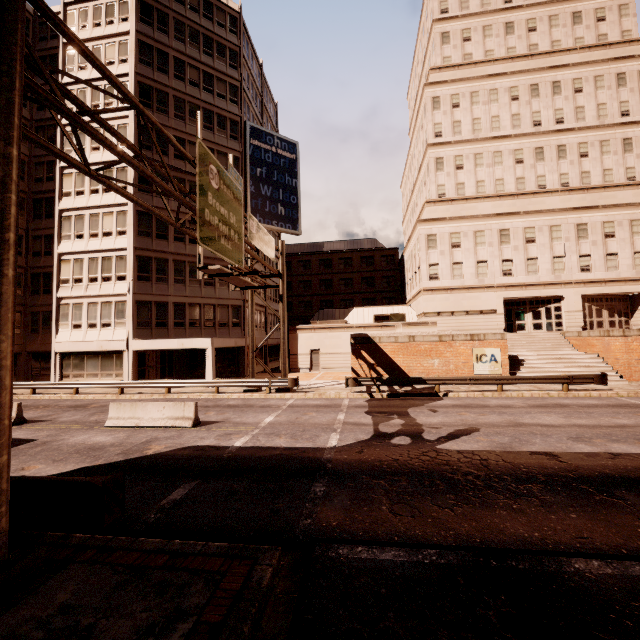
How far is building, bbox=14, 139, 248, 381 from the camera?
25.9m

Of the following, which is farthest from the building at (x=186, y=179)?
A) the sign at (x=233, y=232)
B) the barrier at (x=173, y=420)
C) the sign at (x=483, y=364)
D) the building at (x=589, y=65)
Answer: the sign at (x=483, y=364)

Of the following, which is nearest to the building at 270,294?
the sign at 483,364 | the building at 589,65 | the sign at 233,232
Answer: Result: the building at 589,65

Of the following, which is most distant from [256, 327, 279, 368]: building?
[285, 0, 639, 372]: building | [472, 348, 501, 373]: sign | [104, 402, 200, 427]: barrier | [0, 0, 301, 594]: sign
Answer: [472, 348, 501, 373]: sign

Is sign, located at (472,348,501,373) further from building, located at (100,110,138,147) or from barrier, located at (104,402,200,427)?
building, located at (100,110,138,147)

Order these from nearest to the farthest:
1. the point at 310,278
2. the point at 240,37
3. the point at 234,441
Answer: the point at 234,441, the point at 240,37, the point at 310,278
